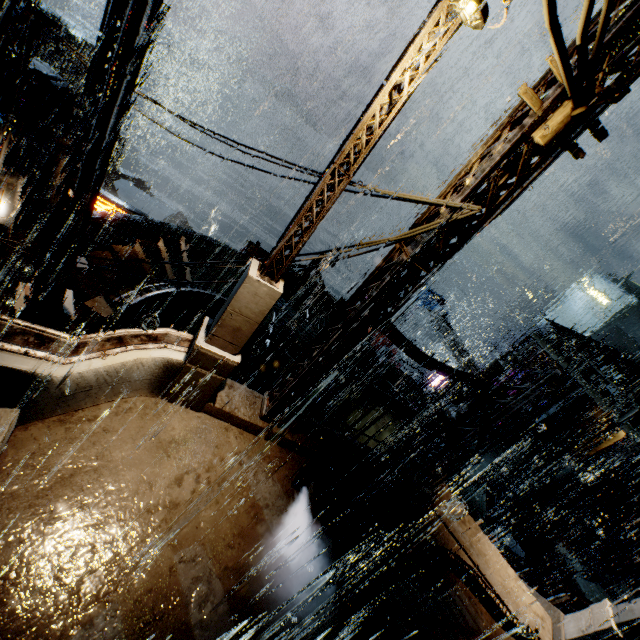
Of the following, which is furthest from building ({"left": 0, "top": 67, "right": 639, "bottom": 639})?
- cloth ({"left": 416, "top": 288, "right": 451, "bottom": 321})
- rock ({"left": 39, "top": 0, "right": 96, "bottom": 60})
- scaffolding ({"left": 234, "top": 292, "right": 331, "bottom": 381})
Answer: rock ({"left": 39, "top": 0, "right": 96, "bottom": 60})

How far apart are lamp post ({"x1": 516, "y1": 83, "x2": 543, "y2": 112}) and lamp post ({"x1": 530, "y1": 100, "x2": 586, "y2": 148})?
0.2m

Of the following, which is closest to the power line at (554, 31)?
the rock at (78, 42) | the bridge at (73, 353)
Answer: the bridge at (73, 353)

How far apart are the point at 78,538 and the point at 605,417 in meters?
33.8 m

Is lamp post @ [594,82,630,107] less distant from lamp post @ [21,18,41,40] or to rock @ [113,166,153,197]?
lamp post @ [21,18,41,40]

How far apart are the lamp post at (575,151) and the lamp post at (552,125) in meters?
0.3 m

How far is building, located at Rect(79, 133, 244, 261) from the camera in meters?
16.5
